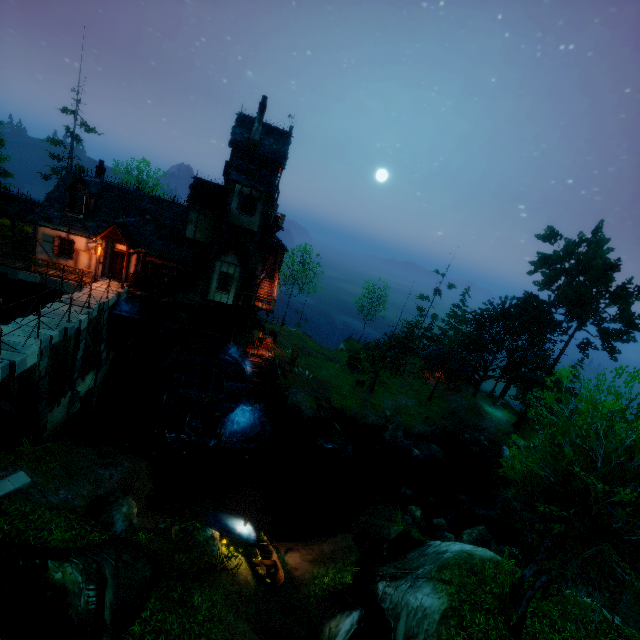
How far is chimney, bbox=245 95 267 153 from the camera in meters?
21.8 m

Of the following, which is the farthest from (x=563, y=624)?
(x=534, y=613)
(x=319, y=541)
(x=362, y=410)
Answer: (x=362, y=410)

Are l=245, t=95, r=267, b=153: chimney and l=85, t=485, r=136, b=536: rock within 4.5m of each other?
no

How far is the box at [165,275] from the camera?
22.5 meters

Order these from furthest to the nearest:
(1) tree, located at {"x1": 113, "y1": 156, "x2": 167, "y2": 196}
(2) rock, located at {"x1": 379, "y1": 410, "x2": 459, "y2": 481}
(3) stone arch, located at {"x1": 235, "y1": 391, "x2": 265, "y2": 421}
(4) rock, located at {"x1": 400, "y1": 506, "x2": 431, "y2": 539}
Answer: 1. (1) tree, located at {"x1": 113, "y1": 156, "x2": 167, "y2": 196}
2. (2) rock, located at {"x1": 379, "y1": 410, "x2": 459, "y2": 481}
3. (3) stone arch, located at {"x1": 235, "y1": 391, "x2": 265, "y2": 421}
4. (4) rock, located at {"x1": 400, "y1": 506, "x2": 431, "y2": 539}

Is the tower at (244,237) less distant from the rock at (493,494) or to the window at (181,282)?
the window at (181,282)

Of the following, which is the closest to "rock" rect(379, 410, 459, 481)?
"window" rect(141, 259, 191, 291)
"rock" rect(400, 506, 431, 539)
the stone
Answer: "rock" rect(400, 506, 431, 539)

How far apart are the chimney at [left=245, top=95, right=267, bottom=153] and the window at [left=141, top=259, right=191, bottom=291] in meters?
9.4
